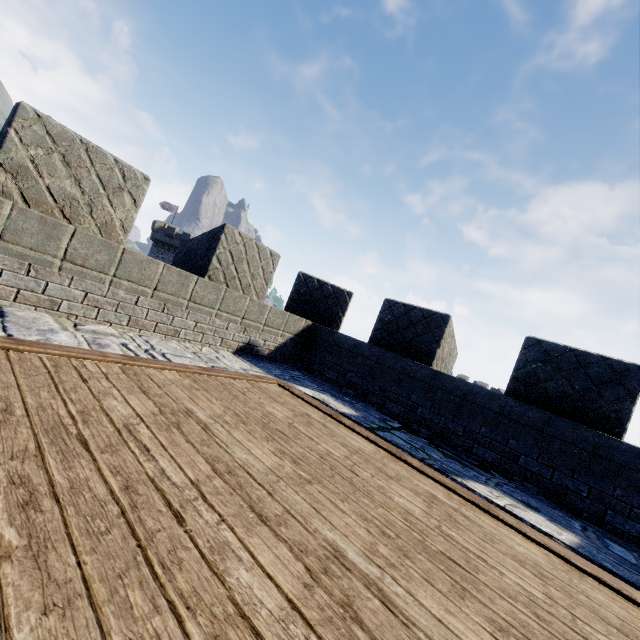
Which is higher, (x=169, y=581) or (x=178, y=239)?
(x=178, y=239)
